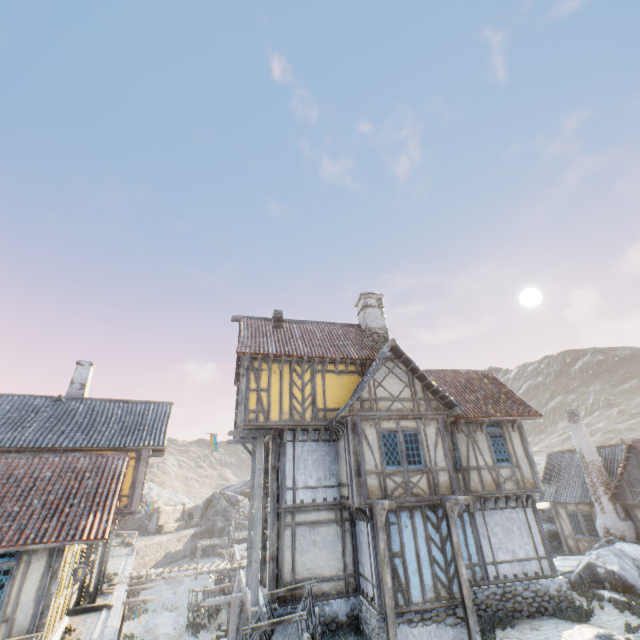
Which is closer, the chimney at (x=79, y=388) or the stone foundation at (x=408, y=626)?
the stone foundation at (x=408, y=626)

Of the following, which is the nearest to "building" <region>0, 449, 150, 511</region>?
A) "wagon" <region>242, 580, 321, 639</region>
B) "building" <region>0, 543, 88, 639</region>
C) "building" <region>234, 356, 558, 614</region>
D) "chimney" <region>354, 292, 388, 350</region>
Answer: "building" <region>0, 543, 88, 639</region>

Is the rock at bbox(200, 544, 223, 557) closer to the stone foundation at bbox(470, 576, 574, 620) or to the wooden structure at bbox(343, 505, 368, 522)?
the stone foundation at bbox(470, 576, 574, 620)

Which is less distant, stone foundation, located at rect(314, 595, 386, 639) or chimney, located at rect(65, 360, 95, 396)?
stone foundation, located at rect(314, 595, 386, 639)

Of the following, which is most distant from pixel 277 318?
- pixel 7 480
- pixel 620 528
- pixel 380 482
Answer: pixel 620 528

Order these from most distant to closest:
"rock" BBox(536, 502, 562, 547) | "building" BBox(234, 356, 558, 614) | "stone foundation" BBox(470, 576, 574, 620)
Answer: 1. "rock" BBox(536, 502, 562, 547)
2. "stone foundation" BBox(470, 576, 574, 620)
3. "building" BBox(234, 356, 558, 614)

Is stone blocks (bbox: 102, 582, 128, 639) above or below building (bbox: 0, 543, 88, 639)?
below

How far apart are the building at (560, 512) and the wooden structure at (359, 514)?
16.5m
